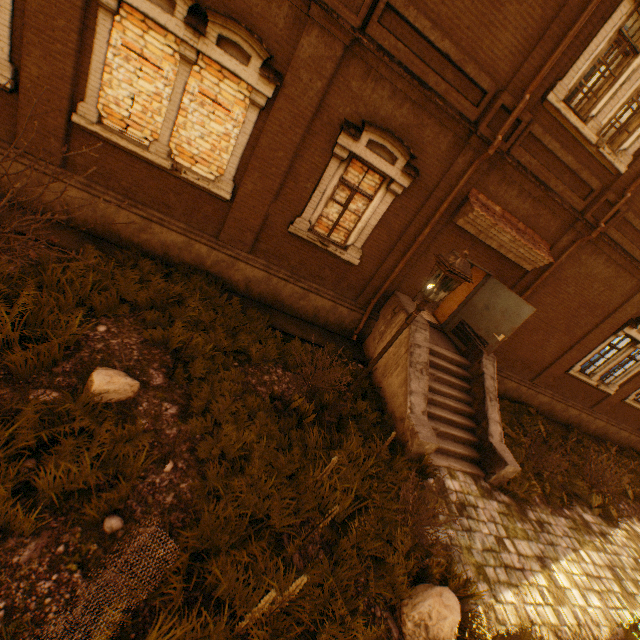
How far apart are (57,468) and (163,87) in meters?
6.5

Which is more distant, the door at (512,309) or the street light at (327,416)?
the door at (512,309)

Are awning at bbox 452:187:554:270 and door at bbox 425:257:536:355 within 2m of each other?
yes

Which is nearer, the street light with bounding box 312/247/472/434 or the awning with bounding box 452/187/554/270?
the street light with bounding box 312/247/472/434

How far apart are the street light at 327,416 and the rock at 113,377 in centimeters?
305cm

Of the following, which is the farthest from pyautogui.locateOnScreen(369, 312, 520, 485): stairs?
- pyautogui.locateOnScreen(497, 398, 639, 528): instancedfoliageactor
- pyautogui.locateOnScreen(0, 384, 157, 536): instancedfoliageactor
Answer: pyautogui.locateOnScreen(0, 384, 157, 536): instancedfoliageactor

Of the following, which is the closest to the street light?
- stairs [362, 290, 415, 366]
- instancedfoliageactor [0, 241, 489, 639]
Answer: instancedfoliageactor [0, 241, 489, 639]

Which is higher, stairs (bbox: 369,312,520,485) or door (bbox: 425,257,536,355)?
door (bbox: 425,257,536,355)
